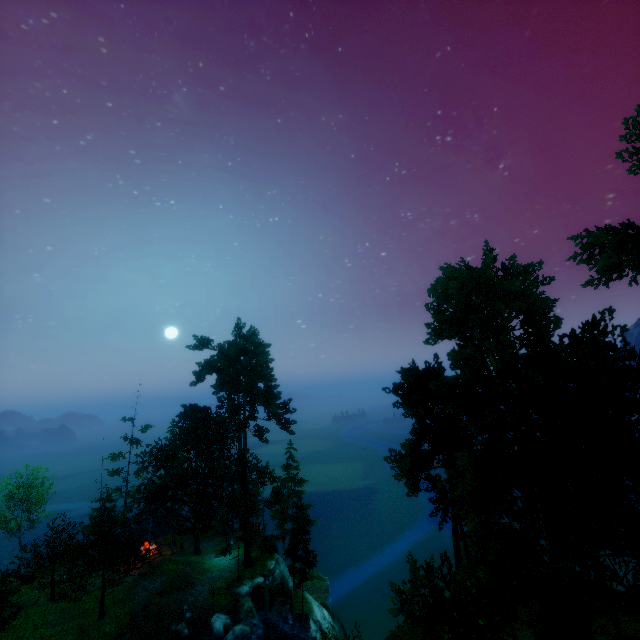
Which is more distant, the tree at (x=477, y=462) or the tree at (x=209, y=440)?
the tree at (x=209, y=440)

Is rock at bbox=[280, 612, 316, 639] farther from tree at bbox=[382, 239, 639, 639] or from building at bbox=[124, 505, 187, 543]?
building at bbox=[124, 505, 187, 543]

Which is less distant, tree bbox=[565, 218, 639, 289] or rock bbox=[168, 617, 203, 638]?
tree bbox=[565, 218, 639, 289]

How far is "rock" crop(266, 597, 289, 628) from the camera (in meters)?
27.89

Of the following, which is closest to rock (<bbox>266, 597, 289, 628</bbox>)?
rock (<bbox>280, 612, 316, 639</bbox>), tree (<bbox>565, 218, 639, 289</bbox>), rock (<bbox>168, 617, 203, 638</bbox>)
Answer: rock (<bbox>280, 612, 316, 639</bbox>)

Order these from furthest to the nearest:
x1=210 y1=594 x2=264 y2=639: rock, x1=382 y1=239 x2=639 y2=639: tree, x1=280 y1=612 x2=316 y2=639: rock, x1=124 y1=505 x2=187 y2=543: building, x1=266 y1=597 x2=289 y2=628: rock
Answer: x1=124 y1=505 x2=187 y2=543: building → x1=266 y1=597 x2=289 y2=628: rock → x1=280 y1=612 x2=316 y2=639: rock → x1=210 y1=594 x2=264 y2=639: rock → x1=382 y1=239 x2=639 y2=639: tree

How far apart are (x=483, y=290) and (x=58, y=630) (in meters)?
41.31

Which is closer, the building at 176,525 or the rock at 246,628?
the rock at 246,628
